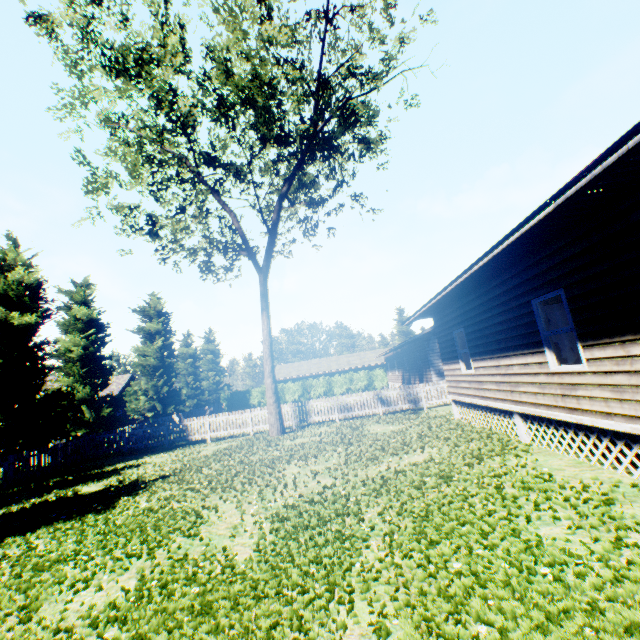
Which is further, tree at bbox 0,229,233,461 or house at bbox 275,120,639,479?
tree at bbox 0,229,233,461

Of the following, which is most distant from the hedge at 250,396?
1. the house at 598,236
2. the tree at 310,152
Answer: the house at 598,236

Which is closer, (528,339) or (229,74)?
(528,339)

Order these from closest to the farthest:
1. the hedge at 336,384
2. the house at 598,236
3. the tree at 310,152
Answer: the house at 598,236 < the tree at 310,152 < the hedge at 336,384

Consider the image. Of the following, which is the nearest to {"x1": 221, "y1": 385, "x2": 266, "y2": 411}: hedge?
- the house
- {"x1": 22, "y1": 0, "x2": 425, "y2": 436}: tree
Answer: {"x1": 22, "y1": 0, "x2": 425, "y2": 436}: tree

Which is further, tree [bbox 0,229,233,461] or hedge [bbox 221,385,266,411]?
hedge [bbox 221,385,266,411]

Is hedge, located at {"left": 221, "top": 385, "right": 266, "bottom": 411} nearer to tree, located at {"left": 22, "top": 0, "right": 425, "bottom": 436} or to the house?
tree, located at {"left": 22, "top": 0, "right": 425, "bottom": 436}
